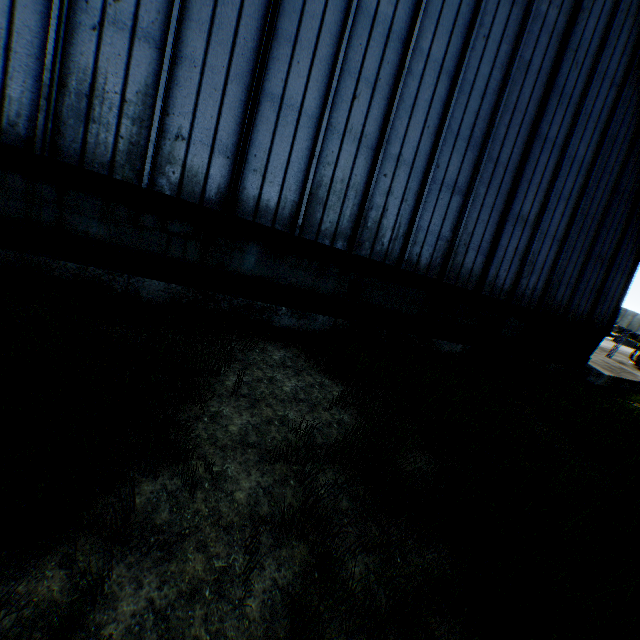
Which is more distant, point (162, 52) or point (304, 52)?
point (304, 52)
